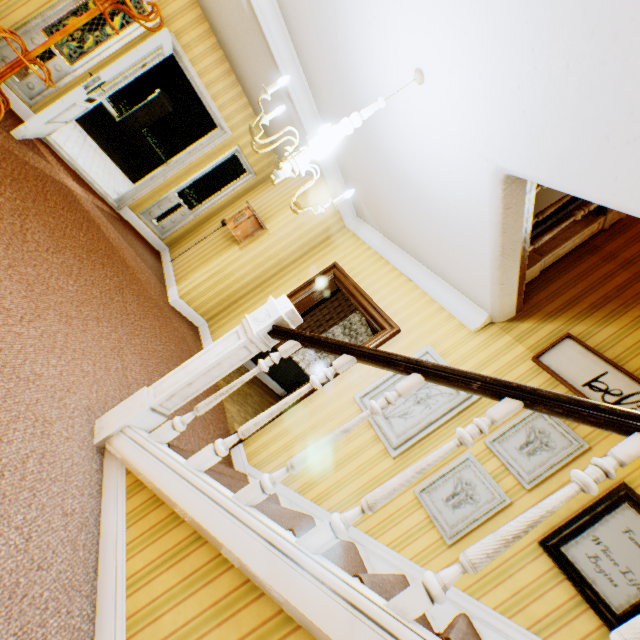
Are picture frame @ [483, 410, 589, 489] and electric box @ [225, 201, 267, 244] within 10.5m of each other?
yes

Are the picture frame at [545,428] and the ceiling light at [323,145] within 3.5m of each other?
yes

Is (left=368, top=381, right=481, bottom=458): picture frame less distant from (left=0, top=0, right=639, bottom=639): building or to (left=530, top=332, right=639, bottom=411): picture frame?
(left=0, top=0, right=639, bottom=639): building

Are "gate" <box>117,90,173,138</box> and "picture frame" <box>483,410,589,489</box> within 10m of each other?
no

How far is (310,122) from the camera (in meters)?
4.14

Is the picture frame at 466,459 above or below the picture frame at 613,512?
below

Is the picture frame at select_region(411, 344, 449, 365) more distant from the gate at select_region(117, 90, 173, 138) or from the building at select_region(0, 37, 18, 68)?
the gate at select_region(117, 90, 173, 138)

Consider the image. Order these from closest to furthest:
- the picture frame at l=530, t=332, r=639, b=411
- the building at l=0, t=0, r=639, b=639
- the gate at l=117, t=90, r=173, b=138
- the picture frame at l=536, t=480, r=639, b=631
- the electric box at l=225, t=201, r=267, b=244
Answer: the building at l=0, t=0, r=639, b=639 → the picture frame at l=536, t=480, r=639, b=631 → the picture frame at l=530, t=332, r=639, b=411 → the electric box at l=225, t=201, r=267, b=244 → the gate at l=117, t=90, r=173, b=138
